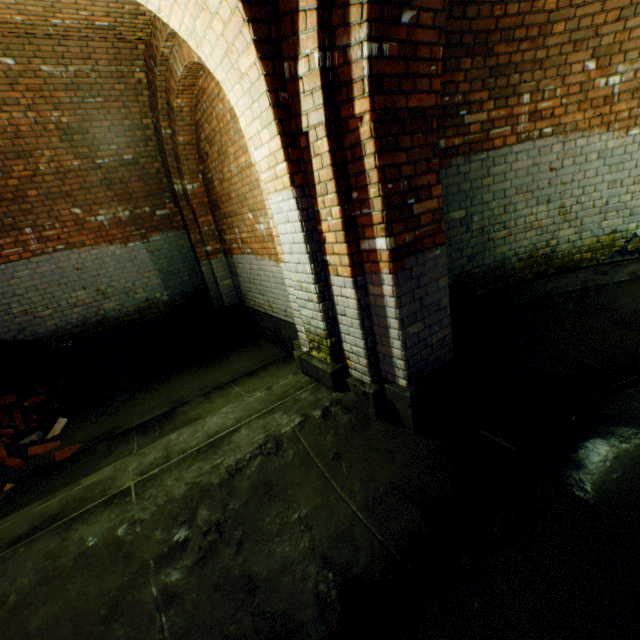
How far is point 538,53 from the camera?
3.3m

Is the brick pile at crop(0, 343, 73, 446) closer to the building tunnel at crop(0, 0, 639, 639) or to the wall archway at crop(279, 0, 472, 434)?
the building tunnel at crop(0, 0, 639, 639)

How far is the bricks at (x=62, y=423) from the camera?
4.4 meters

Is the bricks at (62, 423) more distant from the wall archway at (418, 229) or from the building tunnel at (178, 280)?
the wall archway at (418, 229)

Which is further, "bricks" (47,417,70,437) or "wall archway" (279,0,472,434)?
"bricks" (47,417,70,437)

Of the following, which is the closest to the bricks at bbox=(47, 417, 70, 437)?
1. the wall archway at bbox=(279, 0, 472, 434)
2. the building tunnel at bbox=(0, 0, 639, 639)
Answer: the building tunnel at bbox=(0, 0, 639, 639)

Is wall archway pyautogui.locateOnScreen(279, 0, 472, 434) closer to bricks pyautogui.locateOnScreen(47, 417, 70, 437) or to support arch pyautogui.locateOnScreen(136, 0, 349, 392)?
support arch pyautogui.locateOnScreen(136, 0, 349, 392)
